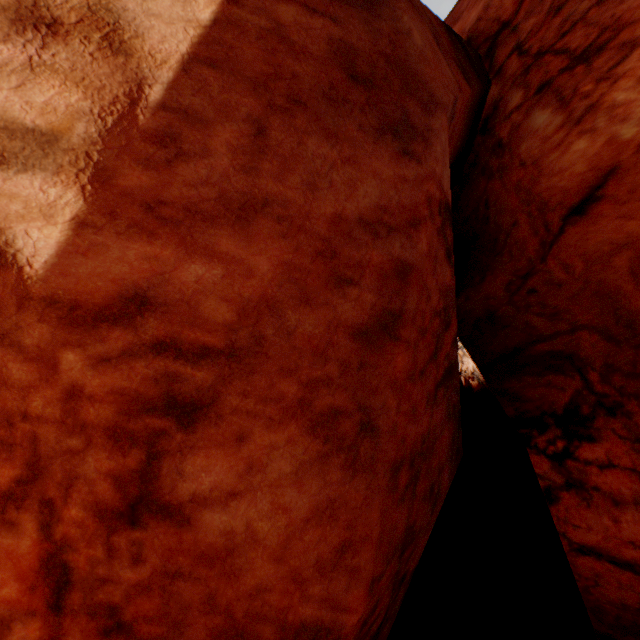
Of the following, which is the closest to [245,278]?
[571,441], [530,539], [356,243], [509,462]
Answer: [356,243]
